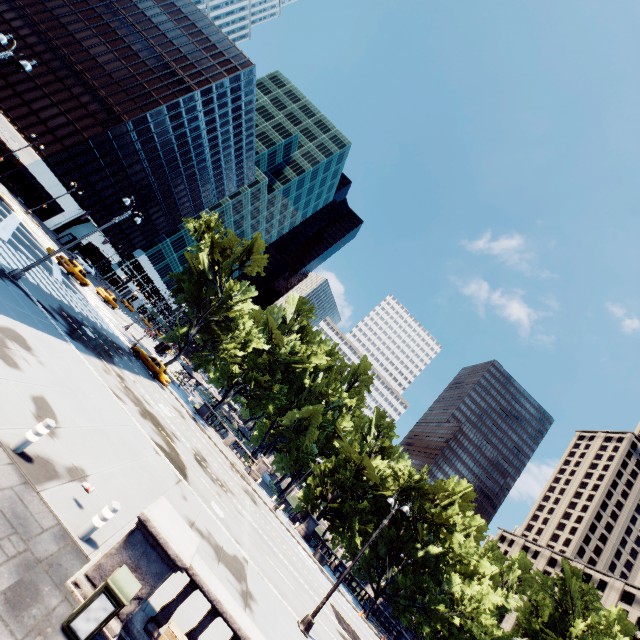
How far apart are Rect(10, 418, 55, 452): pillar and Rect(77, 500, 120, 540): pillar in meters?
2.3

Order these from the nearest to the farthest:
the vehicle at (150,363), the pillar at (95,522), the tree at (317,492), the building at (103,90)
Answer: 1. the pillar at (95,522)
2. the vehicle at (150,363)
3. the tree at (317,492)
4. the building at (103,90)

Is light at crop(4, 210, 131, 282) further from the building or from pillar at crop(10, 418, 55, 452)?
the building

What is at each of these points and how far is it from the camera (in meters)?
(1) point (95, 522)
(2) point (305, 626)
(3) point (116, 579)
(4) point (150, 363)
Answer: (1) pillar, 7.20
(2) light, 14.69
(3) garbage can, 5.61
(4) vehicle, 32.69

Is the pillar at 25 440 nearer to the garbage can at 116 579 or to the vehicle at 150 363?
the garbage can at 116 579

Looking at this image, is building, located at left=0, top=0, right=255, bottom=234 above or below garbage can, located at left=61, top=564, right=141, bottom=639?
above

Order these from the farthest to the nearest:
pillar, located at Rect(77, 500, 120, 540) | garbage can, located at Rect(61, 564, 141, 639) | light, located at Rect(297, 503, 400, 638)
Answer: light, located at Rect(297, 503, 400, 638) < pillar, located at Rect(77, 500, 120, 540) < garbage can, located at Rect(61, 564, 141, 639)

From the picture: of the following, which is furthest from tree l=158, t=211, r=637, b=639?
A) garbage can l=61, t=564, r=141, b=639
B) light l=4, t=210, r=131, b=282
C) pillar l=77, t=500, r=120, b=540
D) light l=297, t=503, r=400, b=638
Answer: garbage can l=61, t=564, r=141, b=639
